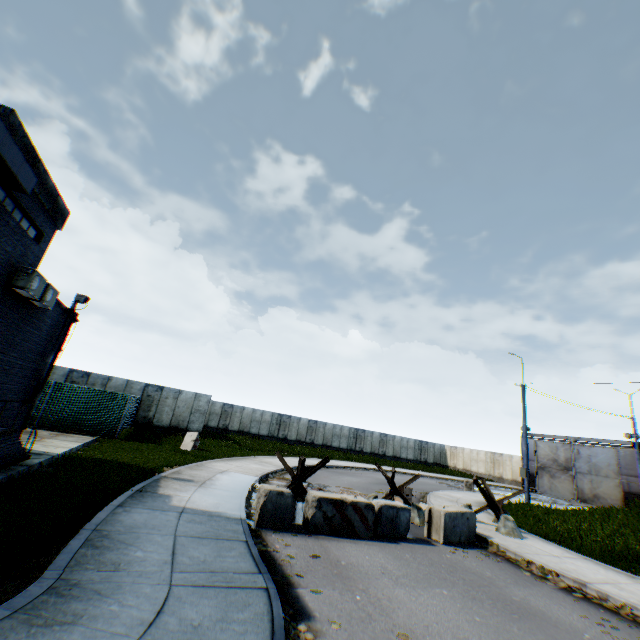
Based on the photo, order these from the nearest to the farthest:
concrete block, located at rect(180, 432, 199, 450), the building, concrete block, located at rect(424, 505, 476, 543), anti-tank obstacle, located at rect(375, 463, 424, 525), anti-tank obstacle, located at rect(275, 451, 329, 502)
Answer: the building < concrete block, located at rect(424, 505, 476, 543) < anti-tank obstacle, located at rect(275, 451, 329, 502) < anti-tank obstacle, located at rect(375, 463, 424, 525) < concrete block, located at rect(180, 432, 199, 450)

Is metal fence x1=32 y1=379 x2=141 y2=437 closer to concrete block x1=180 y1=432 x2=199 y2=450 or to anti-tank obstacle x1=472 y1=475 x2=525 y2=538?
concrete block x1=180 y1=432 x2=199 y2=450

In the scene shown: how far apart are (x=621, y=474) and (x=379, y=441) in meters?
24.8 m

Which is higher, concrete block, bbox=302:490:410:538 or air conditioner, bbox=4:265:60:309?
air conditioner, bbox=4:265:60:309

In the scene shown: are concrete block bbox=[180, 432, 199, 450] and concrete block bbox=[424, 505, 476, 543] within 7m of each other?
no

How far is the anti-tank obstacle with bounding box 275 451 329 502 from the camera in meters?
10.5

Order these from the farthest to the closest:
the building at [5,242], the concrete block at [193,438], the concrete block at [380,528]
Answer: the concrete block at [193,438]
the concrete block at [380,528]
the building at [5,242]

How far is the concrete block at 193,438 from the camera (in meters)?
17.97
